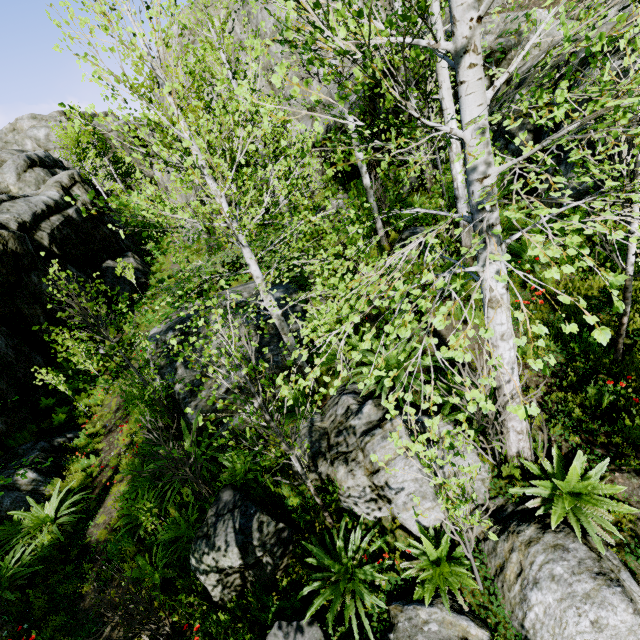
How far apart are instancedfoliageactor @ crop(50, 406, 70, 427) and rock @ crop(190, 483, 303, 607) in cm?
864

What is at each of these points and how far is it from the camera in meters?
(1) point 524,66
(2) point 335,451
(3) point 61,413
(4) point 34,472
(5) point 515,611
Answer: (1) rock, 9.9
(2) rock, 5.4
(3) instancedfoliageactor, 11.9
(4) rock, 9.1
(5) rock, 3.6

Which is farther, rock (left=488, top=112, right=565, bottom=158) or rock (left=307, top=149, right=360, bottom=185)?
rock (left=307, top=149, right=360, bottom=185)

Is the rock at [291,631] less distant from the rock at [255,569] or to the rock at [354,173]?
the rock at [255,569]

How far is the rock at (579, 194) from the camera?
6.9m

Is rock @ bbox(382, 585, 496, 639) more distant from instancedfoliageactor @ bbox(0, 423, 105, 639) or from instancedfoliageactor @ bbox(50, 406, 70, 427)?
instancedfoliageactor @ bbox(50, 406, 70, 427)

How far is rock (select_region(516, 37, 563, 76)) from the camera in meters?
9.4

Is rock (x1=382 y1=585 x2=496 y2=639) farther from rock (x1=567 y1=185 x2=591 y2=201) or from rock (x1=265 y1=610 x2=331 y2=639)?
rock (x1=567 y1=185 x2=591 y2=201)
